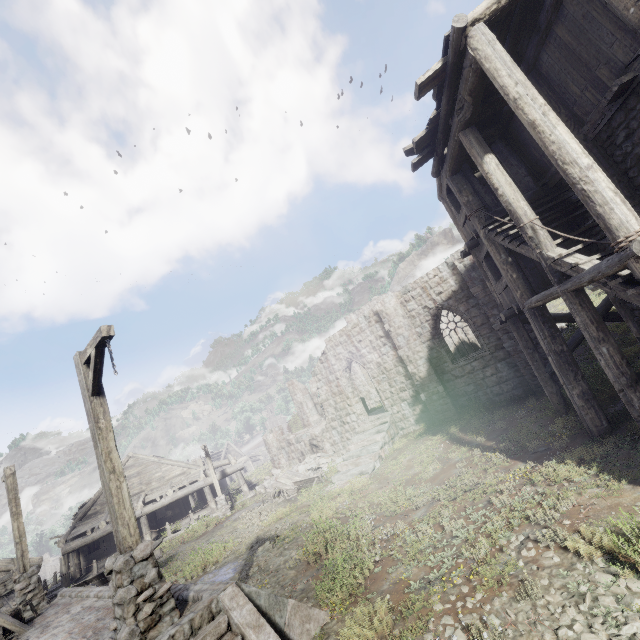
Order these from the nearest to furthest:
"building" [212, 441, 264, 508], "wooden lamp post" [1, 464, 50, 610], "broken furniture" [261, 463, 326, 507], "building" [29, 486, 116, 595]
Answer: "wooden lamp post" [1, 464, 50, 610] → "broken furniture" [261, 463, 326, 507] → "building" [29, 486, 116, 595] → "building" [212, 441, 264, 508]

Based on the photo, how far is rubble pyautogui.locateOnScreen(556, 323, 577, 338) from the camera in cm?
1800

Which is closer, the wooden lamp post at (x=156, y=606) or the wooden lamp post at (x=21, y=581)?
the wooden lamp post at (x=156, y=606)

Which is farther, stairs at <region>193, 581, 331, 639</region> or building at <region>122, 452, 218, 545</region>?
building at <region>122, 452, 218, 545</region>

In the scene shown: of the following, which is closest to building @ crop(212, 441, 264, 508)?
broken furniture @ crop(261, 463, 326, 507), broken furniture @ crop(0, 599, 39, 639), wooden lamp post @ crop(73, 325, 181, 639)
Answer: wooden lamp post @ crop(73, 325, 181, 639)

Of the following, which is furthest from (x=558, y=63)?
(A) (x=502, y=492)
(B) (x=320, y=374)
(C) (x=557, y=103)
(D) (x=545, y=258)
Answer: (B) (x=320, y=374)

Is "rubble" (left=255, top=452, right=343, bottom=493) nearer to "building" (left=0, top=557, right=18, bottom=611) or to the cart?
"building" (left=0, top=557, right=18, bottom=611)

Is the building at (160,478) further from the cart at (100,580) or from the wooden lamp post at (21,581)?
the wooden lamp post at (21,581)
